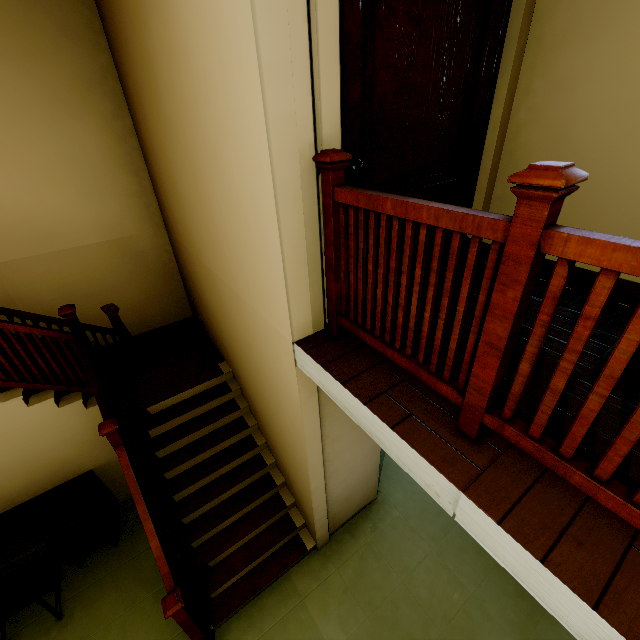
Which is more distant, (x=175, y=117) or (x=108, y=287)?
(x=108, y=287)

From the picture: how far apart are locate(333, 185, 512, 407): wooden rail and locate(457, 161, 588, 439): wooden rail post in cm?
4

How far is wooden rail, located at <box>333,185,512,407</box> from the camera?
1.1 meters

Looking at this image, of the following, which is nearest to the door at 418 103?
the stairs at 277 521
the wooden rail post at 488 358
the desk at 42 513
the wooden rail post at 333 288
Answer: the wooden rail post at 333 288

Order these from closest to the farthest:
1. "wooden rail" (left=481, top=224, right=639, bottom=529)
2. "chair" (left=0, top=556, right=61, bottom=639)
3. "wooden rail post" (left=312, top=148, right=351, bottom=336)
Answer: "wooden rail" (left=481, top=224, right=639, bottom=529)
"wooden rail post" (left=312, top=148, right=351, bottom=336)
"chair" (left=0, top=556, right=61, bottom=639)

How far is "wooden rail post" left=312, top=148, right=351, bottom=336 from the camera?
1.6m

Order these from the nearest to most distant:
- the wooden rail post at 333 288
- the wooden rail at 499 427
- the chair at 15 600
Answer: the wooden rail at 499 427 < the wooden rail post at 333 288 < the chair at 15 600

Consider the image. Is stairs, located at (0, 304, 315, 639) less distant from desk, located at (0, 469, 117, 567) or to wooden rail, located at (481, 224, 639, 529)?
desk, located at (0, 469, 117, 567)
